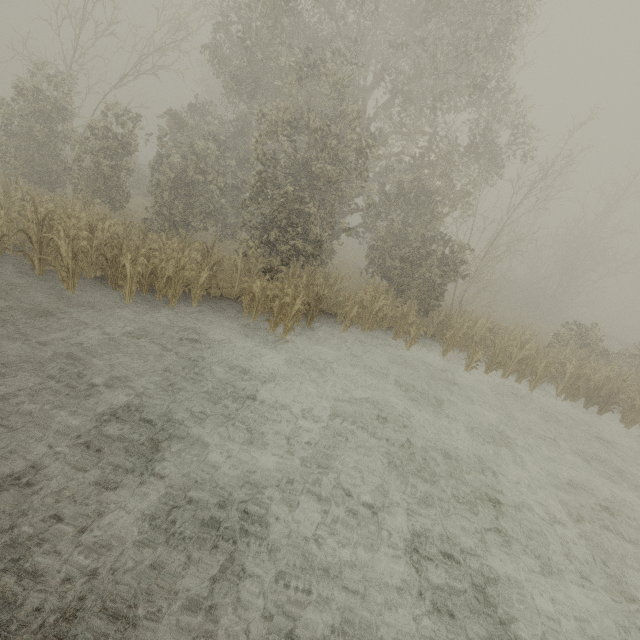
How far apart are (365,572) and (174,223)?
15.55m
